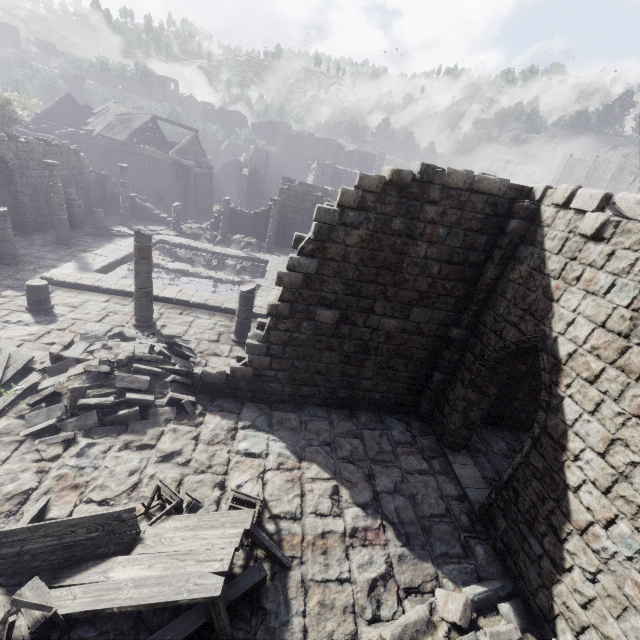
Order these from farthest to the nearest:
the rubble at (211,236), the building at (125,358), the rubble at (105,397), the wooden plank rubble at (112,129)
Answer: the wooden plank rubble at (112,129) → the rubble at (211,236) → the building at (125,358) → the rubble at (105,397)

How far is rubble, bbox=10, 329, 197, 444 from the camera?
7.1m

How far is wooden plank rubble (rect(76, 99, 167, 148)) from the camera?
30.5 meters

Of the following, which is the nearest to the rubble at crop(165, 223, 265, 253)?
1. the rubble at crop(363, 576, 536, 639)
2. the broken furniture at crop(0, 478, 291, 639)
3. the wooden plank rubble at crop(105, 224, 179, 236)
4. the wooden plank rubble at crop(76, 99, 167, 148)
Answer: the wooden plank rubble at crop(105, 224, 179, 236)

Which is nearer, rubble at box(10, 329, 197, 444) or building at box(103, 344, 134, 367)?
rubble at box(10, 329, 197, 444)

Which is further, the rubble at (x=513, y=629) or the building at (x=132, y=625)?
the rubble at (x=513, y=629)

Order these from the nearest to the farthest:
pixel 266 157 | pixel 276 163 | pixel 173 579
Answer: pixel 173 579
pixel 266 157
pixel 276 163

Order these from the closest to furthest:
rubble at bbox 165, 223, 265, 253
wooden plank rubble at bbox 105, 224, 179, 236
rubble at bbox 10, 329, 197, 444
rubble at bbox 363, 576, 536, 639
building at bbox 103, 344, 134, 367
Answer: rubble at bbox 363, 576, 536, 639 → rubble at bbox 10, 329, 197, 444 → building at bbox 103, 344, 134, 367 → wooden plank rubble at bbox 105, 224, 179, 236 → rubble at bbox 165, 223, 265, 253
